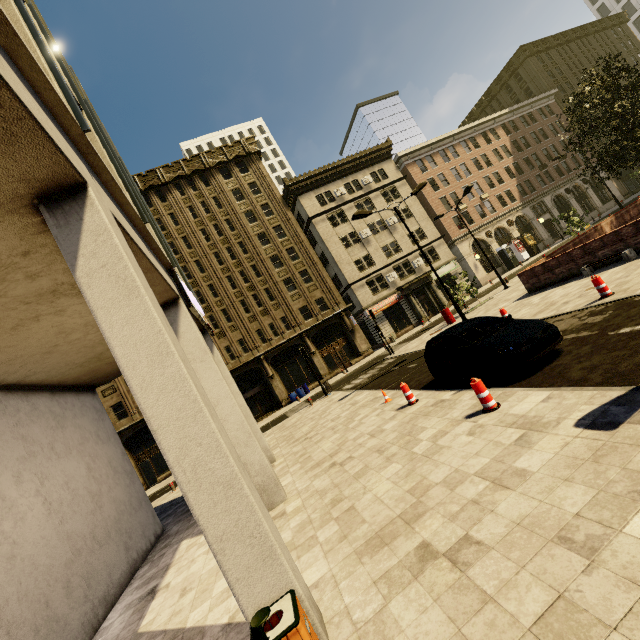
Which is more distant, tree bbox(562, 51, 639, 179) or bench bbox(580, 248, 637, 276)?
tree bbox(562, 51, 639, 179)

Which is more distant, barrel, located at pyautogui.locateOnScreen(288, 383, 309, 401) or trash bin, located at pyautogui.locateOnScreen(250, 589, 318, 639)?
barrel, located at pyautogui.locateOnScreen(288, 383, 309, 401)

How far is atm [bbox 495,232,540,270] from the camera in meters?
40.0 m

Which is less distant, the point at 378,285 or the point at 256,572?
the point at 256,572

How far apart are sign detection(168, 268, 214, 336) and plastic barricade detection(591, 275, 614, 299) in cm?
1172

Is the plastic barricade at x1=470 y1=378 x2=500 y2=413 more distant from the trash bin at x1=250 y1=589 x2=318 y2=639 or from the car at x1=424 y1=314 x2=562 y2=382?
the trash bin at x1=250 y1=589 x2=318 y2=639

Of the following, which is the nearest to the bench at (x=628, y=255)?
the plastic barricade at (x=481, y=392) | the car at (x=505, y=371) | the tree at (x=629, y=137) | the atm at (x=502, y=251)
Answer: the tree at (x=629, y=137)

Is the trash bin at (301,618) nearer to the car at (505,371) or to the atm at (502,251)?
the car at (505,371)
